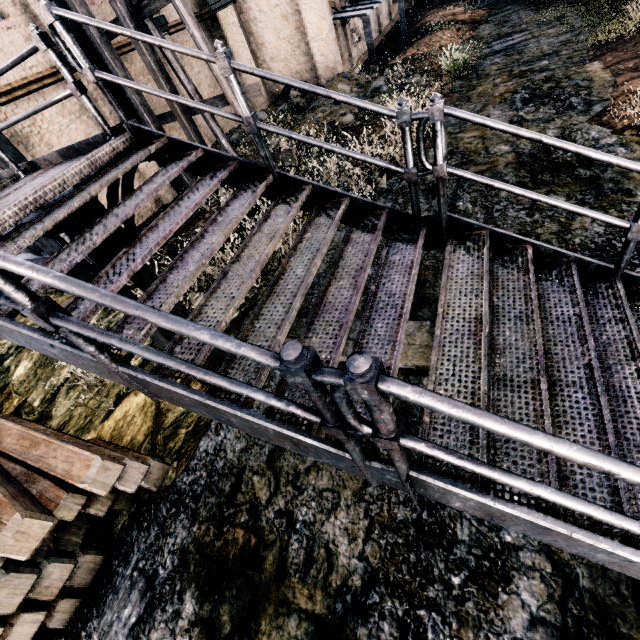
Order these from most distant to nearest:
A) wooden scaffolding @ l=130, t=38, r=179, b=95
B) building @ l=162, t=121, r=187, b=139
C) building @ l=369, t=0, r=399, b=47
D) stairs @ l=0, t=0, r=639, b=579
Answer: building @ l=369, t=0, r=399, b=47 → building @ l=162, t=121, r=187, b=139 → wooden scaffolding @ l=130, t=38, r=179, b=95 → stairs @ l=0, t=0, r=639, b=579

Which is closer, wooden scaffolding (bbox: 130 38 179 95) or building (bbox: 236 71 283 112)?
wooden scaffolding (bbox: 130 38 179 95)

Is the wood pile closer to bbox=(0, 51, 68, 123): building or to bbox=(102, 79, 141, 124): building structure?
bbox=(102, 79, 141, 124): building structure

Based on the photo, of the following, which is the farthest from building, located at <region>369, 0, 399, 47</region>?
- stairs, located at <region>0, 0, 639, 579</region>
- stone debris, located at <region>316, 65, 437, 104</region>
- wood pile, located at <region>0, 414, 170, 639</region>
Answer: wood pile, located at <region>0, 414, 170, 639</region>

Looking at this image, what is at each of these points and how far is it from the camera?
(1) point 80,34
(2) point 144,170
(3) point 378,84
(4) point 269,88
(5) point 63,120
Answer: (1) building structure, 11.7m
(2) building, 14.5m
(3) stone debris, 15.0m
(4) building, 19.1m
(5) building, 11.9m

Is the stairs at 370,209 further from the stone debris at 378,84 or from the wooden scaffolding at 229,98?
the stone debris at 378,84

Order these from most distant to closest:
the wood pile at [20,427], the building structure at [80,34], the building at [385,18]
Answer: the building at [385,18], the building structure at [80,34], the wood pile at [20,427]

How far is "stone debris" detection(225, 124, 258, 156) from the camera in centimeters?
1438cm
